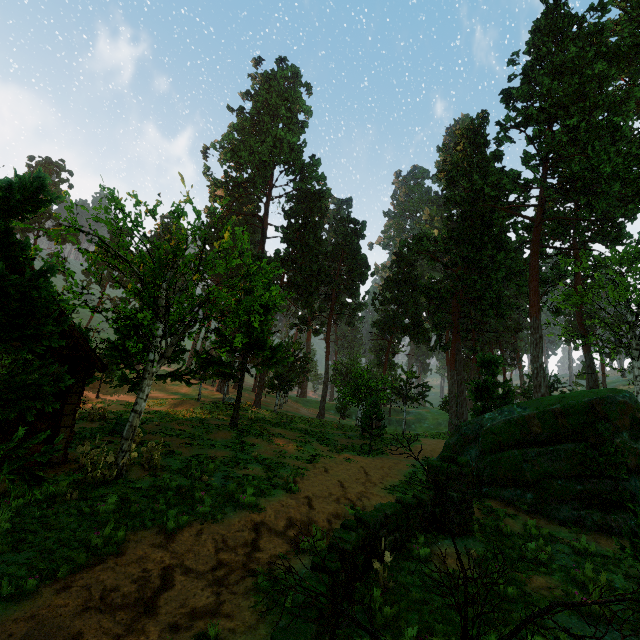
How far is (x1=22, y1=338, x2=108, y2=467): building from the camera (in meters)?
10.31

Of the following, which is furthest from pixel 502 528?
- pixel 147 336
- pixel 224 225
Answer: pixel 224 225

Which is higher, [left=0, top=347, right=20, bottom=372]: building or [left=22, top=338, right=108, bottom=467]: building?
[left=22, top=338, right=108, bottom=467]: building

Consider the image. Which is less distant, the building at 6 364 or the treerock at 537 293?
the treerock at 537 293

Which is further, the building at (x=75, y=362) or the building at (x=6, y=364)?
the building at (x=75, y=362)

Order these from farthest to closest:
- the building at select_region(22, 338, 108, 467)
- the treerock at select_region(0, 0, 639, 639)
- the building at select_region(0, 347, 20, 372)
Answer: the building at select_region(22, 338, 108, 467) → the building at select_region(0, 347, 20, 372) → the treerock at select_region(0, 0, 639, 639)

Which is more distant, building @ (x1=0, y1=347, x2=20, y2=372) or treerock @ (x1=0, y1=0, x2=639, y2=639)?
building @ (x1=0, y1=347, x2=20, y2=372)

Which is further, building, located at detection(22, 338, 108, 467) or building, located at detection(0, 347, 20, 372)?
building, located at detection(22, 338, 108, 467)
